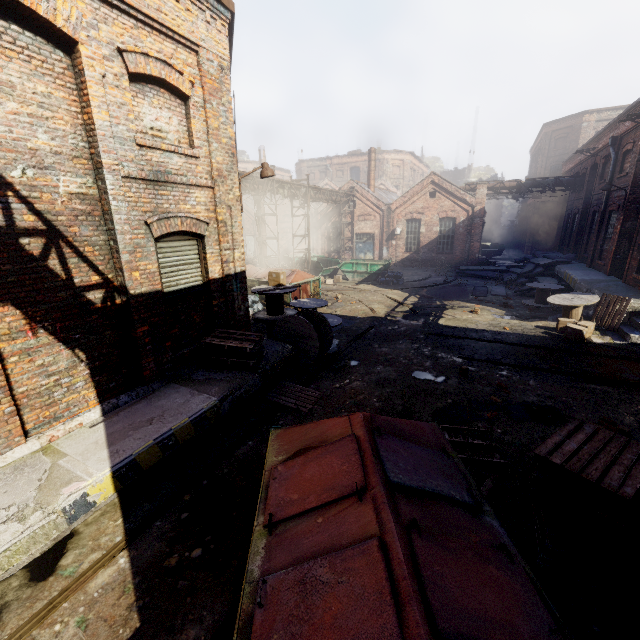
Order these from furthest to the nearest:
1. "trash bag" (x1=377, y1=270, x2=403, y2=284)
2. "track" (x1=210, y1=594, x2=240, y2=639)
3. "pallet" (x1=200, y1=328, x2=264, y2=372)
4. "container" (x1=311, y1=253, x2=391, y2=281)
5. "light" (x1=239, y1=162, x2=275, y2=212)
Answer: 1. "container" (x1=311, y1=253, x2=391, y2=281)
2. "trash bag" (x1=377, y1=270, x2=403, y2=284)
3. "light" (x1=239, y1=162, x2=275, y2=212)
4. "pallet" (x1=200, y1=328, x2=264, y2=372)
5. "track" (x1=210, y1=594, x2=240, y2=639)

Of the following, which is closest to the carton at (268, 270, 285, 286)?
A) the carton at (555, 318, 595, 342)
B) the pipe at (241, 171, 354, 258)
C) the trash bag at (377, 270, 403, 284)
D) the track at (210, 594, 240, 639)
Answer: the pipe at (241, 171, 354, 258)

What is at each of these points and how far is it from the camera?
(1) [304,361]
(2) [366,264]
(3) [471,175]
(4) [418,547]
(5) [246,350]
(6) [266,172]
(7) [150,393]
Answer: (1) spool, 9.0m
(2) container, 22.3m
(3) building, 51.2m
(4) trash container, 2.2m
(5) pallet, 7.1m
(6) light, 8.5m
(7) building, 6.2m

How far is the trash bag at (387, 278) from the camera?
20.81m

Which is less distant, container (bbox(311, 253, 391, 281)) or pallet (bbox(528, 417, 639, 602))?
pallet (bbox(528, 417, 639, 602))

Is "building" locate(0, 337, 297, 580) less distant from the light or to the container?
the light

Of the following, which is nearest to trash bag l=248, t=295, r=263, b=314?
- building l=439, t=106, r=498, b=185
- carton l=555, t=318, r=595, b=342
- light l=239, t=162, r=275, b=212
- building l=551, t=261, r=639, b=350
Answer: light l=239, t=162, r=275, b=212

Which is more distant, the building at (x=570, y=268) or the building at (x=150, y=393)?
the building at (x=570, y=268)
